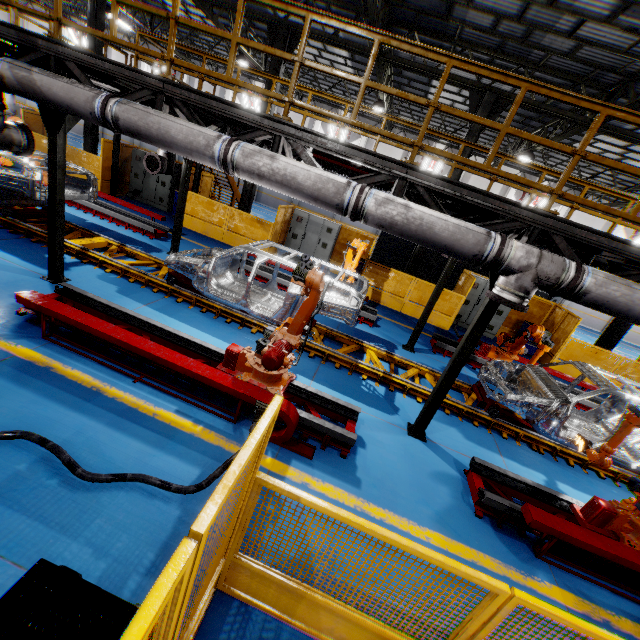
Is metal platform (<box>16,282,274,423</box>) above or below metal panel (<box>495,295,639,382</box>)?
below

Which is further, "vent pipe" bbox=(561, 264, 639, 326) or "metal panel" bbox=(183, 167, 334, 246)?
"metal panel" bbox=(183, 167, 334, 246)

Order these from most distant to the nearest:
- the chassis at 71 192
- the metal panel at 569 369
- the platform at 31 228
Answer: the metal panel at 569 369
the chassis at 71 192
the platform at 31 228

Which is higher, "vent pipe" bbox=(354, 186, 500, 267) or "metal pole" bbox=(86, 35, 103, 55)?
"metal pole" bbox=(86, 35, 103, 55)

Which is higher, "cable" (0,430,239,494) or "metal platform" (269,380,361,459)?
"metal platform" (269,380,361,459)

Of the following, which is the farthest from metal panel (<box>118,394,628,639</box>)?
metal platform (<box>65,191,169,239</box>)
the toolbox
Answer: metal platform (<box>65,191,169,239</box>)

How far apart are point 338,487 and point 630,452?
7.1 meters

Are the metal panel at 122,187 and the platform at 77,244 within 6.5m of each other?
yes
